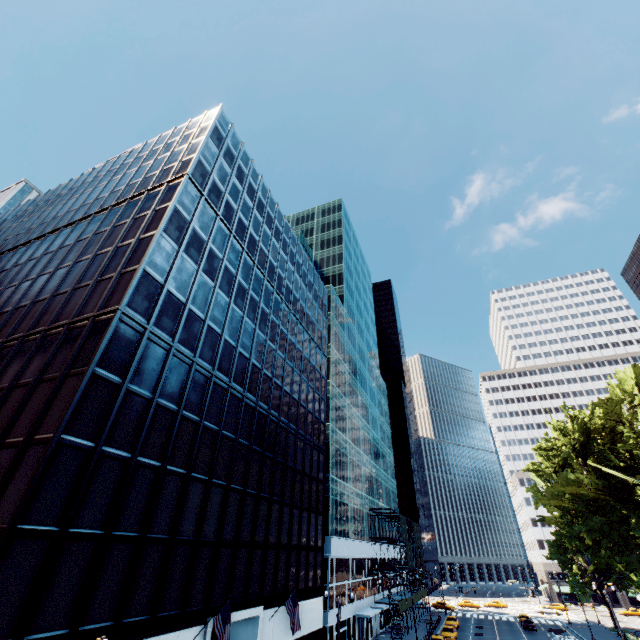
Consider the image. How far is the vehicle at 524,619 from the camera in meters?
51.9

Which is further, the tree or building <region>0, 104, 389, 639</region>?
the tree

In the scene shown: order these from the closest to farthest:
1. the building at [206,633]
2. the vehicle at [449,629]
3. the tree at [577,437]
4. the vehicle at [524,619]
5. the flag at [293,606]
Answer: the building at [206,633] → the flag at [293,606] → the tree at [577,437] → the vehicle at [449,629] → the vehicle at [524,619]

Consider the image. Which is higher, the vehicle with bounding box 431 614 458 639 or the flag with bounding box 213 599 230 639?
the flag with bounding box 213 599 230 639

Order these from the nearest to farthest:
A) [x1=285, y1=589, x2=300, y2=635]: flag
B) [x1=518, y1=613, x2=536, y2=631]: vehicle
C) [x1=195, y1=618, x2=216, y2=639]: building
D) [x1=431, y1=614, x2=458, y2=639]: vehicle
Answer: [x1=195, y1=618, x2=216, y2=639]: building, [x1=285, y1=589, x2=300, y2=635]: flag, [x1=431, y1=614, x2=458, y2=639]: vehicle, [x1=518, y1=613, x2=536, y2=631]: vehicle

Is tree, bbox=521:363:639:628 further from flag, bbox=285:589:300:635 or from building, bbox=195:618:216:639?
flag, bbox=285:589:300:635

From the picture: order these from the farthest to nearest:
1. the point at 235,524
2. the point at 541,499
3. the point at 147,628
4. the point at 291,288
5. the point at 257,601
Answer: the point at 541,499
the point at 291,288
the point at 257,601
the point at 235,524
the point at 147,628

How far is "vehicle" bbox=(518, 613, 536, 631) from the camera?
51.9 meters
